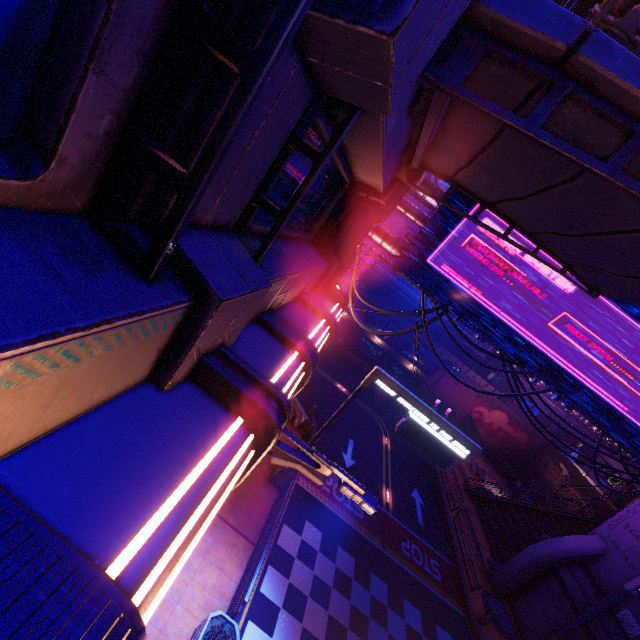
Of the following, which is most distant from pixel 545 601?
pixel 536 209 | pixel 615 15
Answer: pixel 615 15

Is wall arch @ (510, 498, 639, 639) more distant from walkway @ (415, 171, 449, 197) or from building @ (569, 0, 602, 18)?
building @ (569, 0, 602, 18)

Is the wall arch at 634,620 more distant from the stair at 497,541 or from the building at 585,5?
the building at 585,5

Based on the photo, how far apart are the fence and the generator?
27.23m

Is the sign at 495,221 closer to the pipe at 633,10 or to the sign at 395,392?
the sign at 395,392

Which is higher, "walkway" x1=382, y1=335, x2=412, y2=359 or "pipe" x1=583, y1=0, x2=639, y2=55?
"pipe" x1=583, y1=0, x2=639, y2=55

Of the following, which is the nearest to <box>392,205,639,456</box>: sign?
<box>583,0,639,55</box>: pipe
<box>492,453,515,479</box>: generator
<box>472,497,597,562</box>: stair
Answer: <box>583,0,639,55</box>: pipe

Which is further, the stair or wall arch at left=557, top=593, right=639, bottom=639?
the stair
